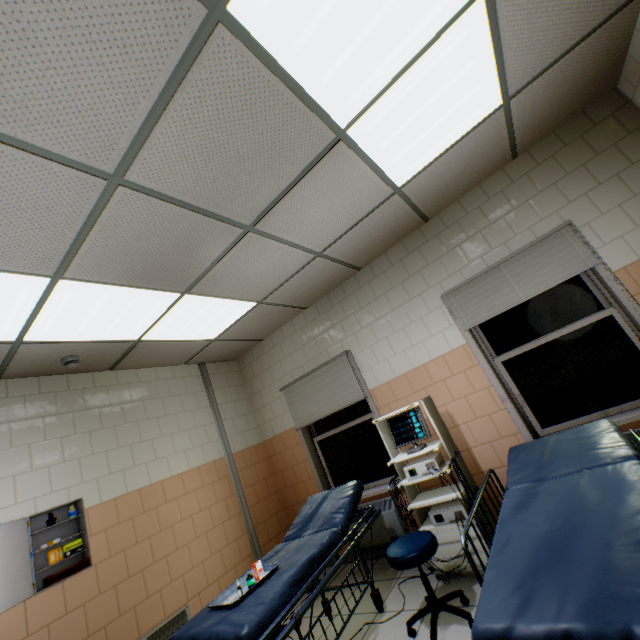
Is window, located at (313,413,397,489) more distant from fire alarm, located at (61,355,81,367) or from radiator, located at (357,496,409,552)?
fire alarm, located at (61,355,81,367)

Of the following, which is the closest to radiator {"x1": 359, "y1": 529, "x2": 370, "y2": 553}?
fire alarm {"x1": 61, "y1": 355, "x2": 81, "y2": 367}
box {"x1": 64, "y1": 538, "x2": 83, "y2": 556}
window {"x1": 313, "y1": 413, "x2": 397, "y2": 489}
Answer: window {"x1": 313, "y1": 413, "x2": 397, "y2": 489}

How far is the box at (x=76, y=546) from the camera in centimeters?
286cm

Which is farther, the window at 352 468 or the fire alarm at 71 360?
the window at 352 468

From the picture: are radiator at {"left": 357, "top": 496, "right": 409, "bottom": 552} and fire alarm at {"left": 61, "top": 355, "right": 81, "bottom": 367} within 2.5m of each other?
no

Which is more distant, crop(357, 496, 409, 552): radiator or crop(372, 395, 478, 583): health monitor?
crop(357, 496, 409, 552): radiator

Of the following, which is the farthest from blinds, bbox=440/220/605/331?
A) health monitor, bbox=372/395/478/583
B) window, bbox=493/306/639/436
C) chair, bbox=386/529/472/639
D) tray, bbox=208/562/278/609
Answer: tray, bbox=208/562/278/609

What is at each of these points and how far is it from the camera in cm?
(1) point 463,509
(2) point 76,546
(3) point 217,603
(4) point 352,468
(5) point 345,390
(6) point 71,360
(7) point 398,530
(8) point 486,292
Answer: (1) health monitor, 282
(2) box, 290
(3) tray, 230
(4) window, 436
(5) blinds, 425
(6) fire alarm, 329
(7) radiator, 364
(8) blinds, 334
